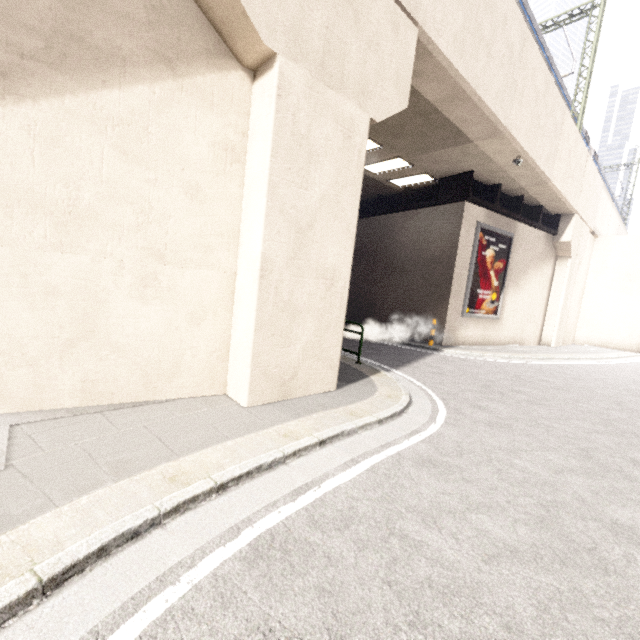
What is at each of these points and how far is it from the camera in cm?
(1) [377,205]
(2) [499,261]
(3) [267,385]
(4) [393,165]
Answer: (1) platform underside, 1694
(2) sign, 1464
(3) concrete pillar, 510
(4) fluorescent light, 1272

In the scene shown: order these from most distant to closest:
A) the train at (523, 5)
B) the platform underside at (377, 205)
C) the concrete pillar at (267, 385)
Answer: the platform underside at (377, 205)
the train at (523, 5)
the concrete pillar at (267, 385)

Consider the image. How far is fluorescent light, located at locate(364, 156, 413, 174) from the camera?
12.2m

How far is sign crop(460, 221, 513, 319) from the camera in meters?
13.6

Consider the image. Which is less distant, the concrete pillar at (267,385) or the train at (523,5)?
the concrete pillar at (267,385)

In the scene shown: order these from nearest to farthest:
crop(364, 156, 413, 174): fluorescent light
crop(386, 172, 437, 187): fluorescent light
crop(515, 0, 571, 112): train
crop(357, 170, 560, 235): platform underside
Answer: crop(515, 0, 571, 112): train
crop(364, 156, 413, 174): fluorescent light
crop(357, 170, 560, 235): platform underside
crop(386, 172, 437, 187): fluorescent light

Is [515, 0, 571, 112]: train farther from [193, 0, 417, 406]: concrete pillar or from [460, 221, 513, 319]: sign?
[460, 221, 513, 319]: sign

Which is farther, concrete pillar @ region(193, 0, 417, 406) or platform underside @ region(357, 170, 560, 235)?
platform underside @ region(357, 170, 560, 235)
